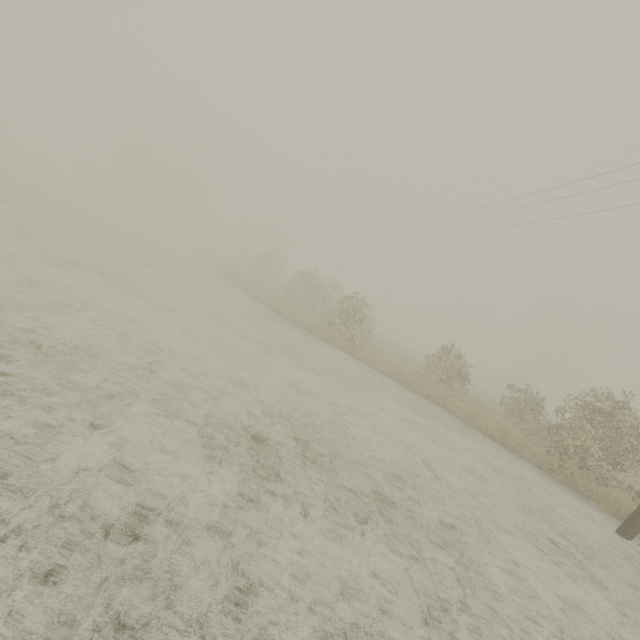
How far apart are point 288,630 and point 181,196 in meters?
47.2 m
